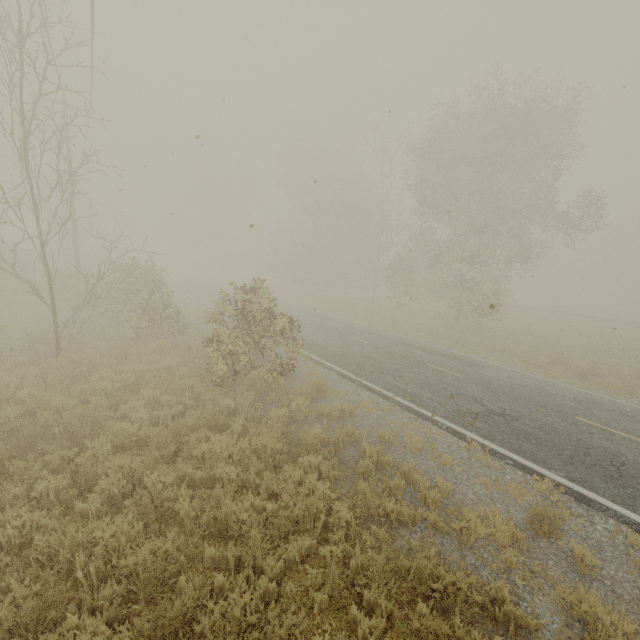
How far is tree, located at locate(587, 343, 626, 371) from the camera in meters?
15.5 m

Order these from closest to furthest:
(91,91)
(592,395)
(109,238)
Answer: (592,395) < (91,91) < (109,238)

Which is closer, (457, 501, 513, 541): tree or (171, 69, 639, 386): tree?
(457, 501, 513, 541): tree

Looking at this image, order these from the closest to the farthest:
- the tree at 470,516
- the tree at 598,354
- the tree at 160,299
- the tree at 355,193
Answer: the tree at 470,516
the tree at 160,299
the tree at 355,193
the tree at 598,354

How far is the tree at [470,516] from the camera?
4.8m

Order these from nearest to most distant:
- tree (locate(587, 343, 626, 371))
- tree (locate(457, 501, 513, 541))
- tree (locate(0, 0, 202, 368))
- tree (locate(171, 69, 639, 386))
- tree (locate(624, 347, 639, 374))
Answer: tree (locate(457, 501, 513, 541))
tree (locate(0, 0, 202, 368))
tree (locate(171, 69, 639, 386))
tree (locate(624, 347, 639, 374))
tree (locate(587, 343, 626, 371))
